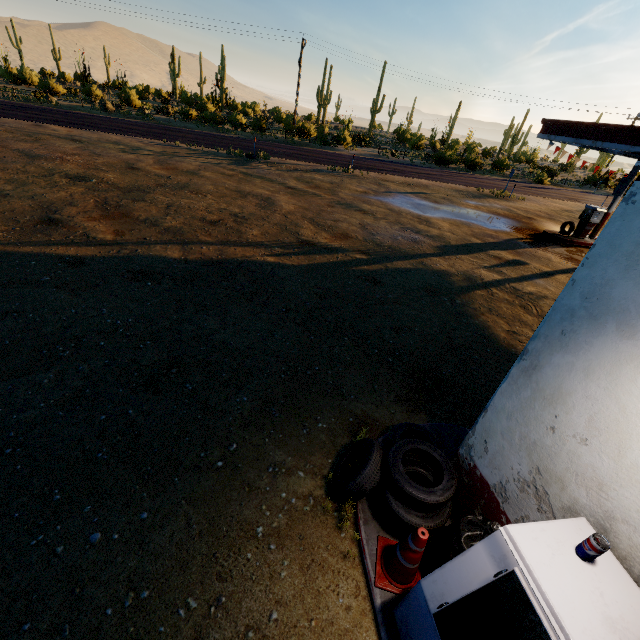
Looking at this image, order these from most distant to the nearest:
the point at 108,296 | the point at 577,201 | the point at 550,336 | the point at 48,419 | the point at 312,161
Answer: the point at 577,201 < the point at 312,161 < the point at 108,296 < the point at 48,419 < the point at 550,336

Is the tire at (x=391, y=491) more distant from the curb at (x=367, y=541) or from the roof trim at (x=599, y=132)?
the roof trim at (x=599, y=132)

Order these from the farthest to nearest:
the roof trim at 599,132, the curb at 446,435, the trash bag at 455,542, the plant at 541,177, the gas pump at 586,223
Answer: the plant at 541,177, the gas pump at 586,223, the roof trim at 599,132, the curb at 446,435, the trash bag at 455,542

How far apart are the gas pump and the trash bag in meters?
18.2 m

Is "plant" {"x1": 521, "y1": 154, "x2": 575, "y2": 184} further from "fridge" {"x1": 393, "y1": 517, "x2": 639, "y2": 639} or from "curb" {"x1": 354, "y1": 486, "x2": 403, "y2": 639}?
"fridge" {"x1": 393, "y1": 517, "x2": 639, "y2": 639}

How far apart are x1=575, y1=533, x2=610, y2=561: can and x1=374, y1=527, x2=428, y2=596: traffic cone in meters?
1.0

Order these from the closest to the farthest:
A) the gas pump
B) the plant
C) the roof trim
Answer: the roof trim
the gas pump
the plant

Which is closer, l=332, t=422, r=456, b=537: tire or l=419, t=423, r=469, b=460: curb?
l=332, t=422, r=456, b=537: tire
